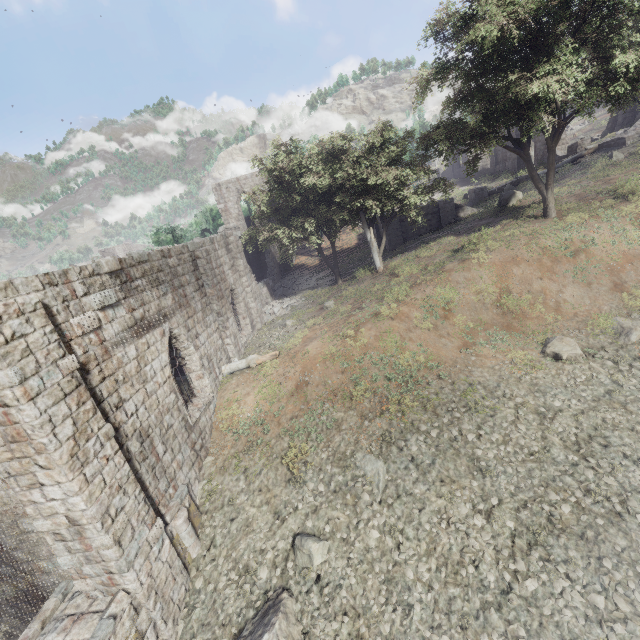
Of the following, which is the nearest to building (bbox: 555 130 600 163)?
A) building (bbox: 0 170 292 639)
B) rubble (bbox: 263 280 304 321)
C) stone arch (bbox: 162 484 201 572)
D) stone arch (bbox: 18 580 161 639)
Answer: building (bbox: 0 170 292 639)

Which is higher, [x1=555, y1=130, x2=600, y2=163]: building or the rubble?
[x1=555, y1=130, x2=600, y2=163]: building

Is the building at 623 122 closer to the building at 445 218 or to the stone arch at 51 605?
the building at 445 218

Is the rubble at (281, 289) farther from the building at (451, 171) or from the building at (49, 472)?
the building at (451, 171)

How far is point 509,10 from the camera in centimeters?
1262cm

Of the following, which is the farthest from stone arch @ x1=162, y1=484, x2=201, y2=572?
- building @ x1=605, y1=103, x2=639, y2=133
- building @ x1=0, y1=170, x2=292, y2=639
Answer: building @ x1=605, y1=103, x2=639, y2=133

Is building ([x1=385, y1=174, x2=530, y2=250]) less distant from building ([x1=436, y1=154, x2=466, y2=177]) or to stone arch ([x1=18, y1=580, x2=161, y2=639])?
stone arch ([x1=18, y1=580, x2=161, y2=639])

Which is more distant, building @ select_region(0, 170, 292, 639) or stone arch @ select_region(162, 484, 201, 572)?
stone arch @ select_region(162, 484, 201, 572)
